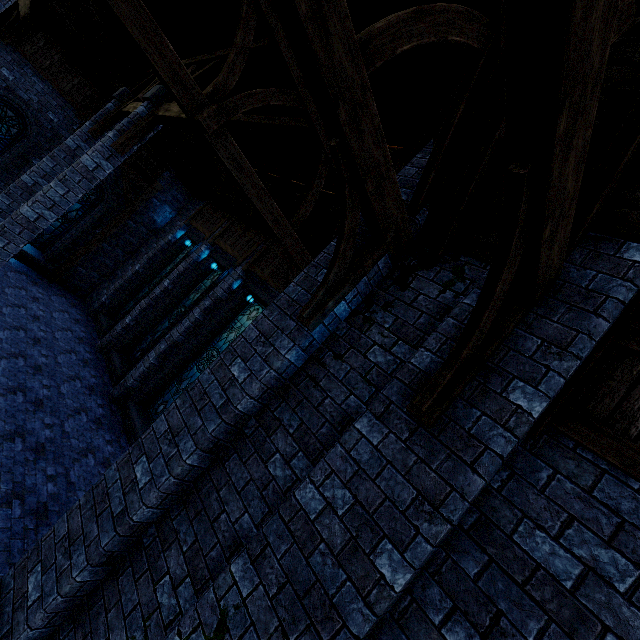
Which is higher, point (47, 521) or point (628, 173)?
point (628, 173)

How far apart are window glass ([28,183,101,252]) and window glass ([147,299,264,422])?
9.2m

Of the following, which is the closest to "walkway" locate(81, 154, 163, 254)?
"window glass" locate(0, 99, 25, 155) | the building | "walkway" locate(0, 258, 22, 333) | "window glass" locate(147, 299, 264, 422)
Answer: the building

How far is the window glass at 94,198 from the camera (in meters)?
13.34

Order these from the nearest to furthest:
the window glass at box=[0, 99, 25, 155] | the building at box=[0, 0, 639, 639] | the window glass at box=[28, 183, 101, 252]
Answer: the building at box=[0, 0, 639, 639]
the window glass at box=[0, 99, 25, 155]
the window glass at box=[28, 183, 101, 252]

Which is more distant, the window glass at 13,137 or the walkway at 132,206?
the walkway at 132,206

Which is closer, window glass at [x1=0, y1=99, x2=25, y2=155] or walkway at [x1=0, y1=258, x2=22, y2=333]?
walkway at [x1=0, y1=258, x2=22, y2=333]

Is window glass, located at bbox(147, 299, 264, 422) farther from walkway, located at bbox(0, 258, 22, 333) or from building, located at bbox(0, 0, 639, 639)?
walkway, located at bbox(0, 258, 22, 333)
